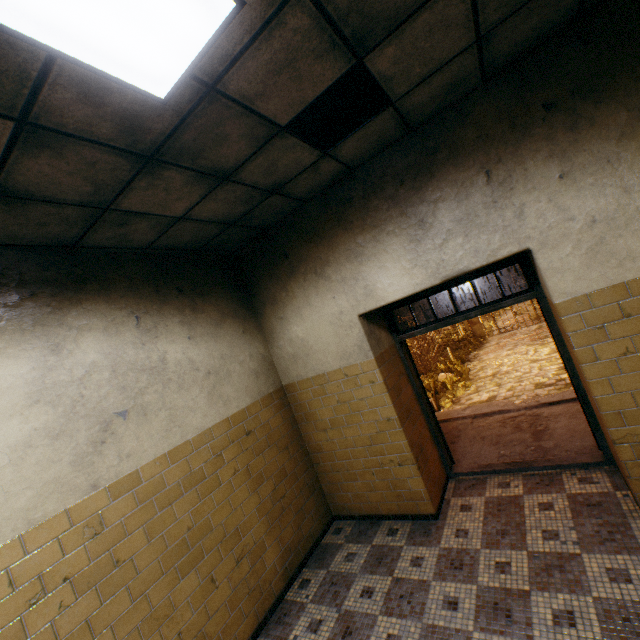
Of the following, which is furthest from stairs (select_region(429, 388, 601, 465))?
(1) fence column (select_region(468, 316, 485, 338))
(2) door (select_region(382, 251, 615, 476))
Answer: (1) fence column (select_region(468, 316, 485, 338))

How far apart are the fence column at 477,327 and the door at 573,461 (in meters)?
15.28

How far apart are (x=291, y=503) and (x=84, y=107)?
4.1 meters

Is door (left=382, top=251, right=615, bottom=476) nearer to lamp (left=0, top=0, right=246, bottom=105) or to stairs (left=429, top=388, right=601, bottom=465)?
stairs (left=429, top=388, right=601, bottom=465)

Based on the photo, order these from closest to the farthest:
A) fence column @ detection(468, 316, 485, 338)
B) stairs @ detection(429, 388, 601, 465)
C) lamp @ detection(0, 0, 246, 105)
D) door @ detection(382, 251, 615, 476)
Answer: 1. lamp @ detection(0, 0, 246, 105)
2. door @ detection(382, 251, 615, 476)
3. stairs @ detection(429, 388, 601, 465)
4. fence column @ detection(468, 316, 485, 338)

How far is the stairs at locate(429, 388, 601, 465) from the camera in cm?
417

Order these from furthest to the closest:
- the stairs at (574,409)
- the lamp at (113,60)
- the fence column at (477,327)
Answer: the fence column at (477,327)
the stairs at (574,409)
the lamp at (113,60)

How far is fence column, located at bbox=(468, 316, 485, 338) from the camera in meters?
18.7 m
